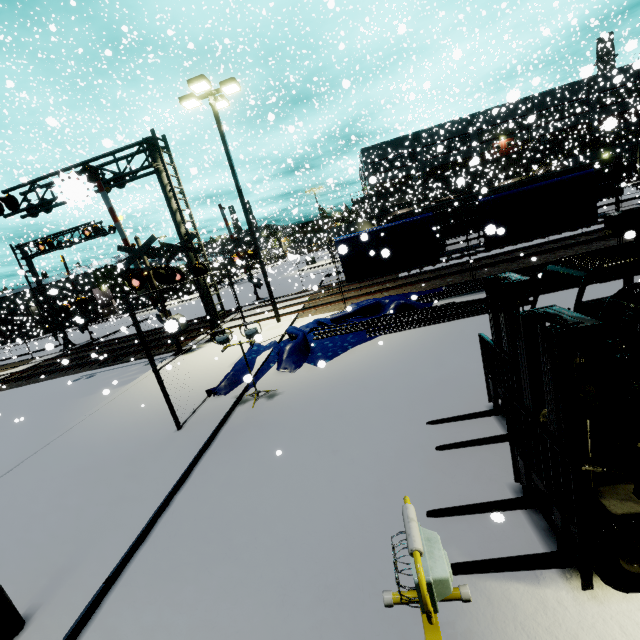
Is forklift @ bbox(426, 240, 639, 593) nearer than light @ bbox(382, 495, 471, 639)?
No

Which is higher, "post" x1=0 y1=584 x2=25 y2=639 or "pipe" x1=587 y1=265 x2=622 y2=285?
"post" x1=0 y1=584 x2=25 y2=639

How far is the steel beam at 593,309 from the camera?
7.2m

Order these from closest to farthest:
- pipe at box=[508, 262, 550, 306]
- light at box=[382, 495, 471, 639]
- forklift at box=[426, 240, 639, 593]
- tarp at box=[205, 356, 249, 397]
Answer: light at box=[382, 495, 471, 639] < forklift at box=[426, 240, 639, 593] < tarp at box=[205, 356, 249, 397] < pipe at box=[508, 262, 550, 306]

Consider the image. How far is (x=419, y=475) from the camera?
4.2m

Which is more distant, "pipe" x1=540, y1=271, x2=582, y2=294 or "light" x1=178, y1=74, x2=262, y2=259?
"light" x1=178, y1=74, x2=262, y2=259

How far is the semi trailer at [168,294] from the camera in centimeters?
4934cm

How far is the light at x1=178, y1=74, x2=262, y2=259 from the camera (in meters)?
11.95
